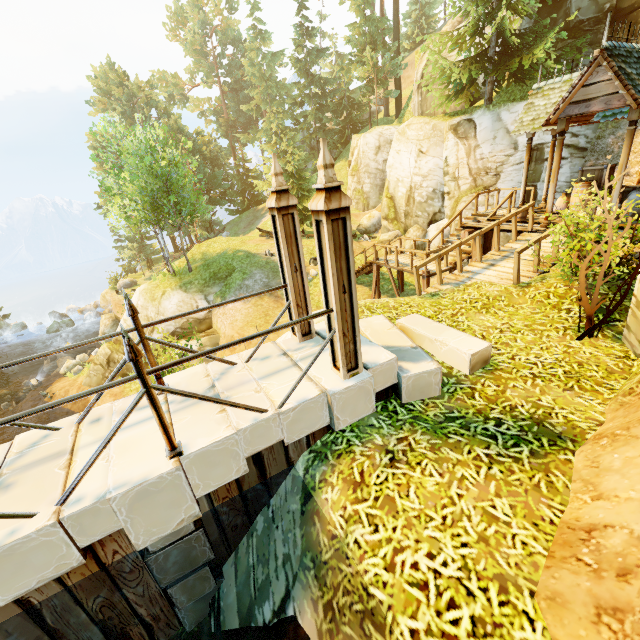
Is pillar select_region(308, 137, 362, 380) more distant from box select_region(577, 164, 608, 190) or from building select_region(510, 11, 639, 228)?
box select_region(577, 164, 608, 190)

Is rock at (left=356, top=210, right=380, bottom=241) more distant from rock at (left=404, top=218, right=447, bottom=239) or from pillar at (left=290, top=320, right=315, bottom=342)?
pillar at (left=290, top=320, right=315, bottom=342)

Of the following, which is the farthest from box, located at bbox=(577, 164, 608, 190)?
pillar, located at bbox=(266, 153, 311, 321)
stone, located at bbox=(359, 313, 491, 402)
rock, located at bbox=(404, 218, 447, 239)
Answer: pillar, located at bbox=(266, 153, 311, 321)

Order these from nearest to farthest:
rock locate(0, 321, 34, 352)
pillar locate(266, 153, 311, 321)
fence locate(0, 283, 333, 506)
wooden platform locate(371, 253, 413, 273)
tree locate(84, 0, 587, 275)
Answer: fence locate(0, 283, 333, 506)
pillar locate(266, 153, 311, 321)
wooden platform locate(371, 253, 413, 273)
tree locate(84, 0, 587, 275)
rock locate(0, 321, 34, 352)

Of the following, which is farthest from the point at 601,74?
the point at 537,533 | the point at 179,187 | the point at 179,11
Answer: the point at 179,11

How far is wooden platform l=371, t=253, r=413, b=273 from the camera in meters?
13.8

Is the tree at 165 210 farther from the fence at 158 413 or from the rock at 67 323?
the rock at 67 323

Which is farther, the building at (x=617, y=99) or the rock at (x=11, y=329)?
the rock at (x=11, y=329)
